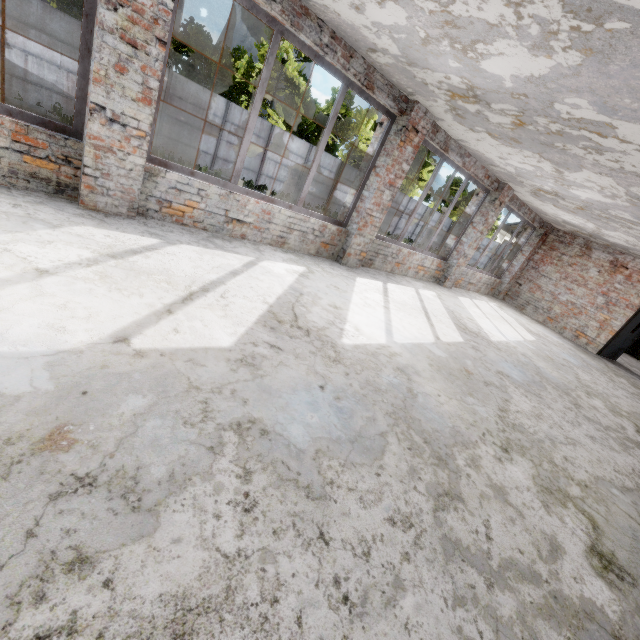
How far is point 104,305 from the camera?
2.49m
